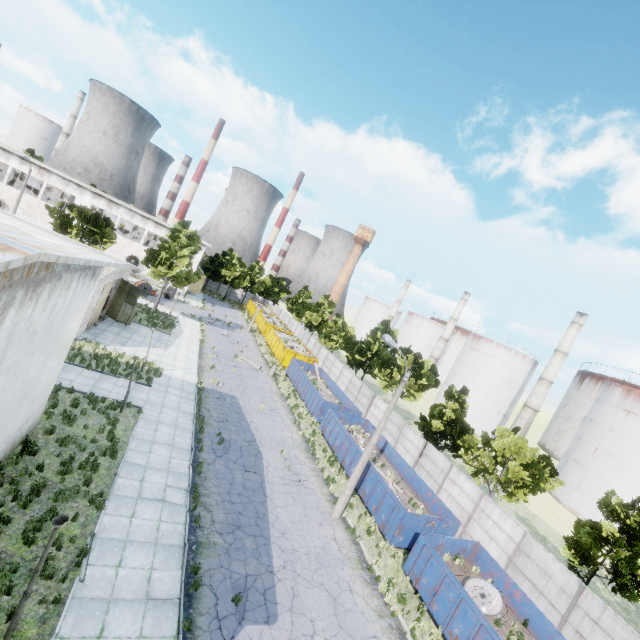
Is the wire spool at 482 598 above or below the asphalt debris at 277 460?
above

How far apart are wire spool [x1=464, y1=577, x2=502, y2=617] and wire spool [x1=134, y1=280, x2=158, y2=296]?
44.1m

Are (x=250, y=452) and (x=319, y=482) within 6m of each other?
yes

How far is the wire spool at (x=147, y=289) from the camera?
42.3m

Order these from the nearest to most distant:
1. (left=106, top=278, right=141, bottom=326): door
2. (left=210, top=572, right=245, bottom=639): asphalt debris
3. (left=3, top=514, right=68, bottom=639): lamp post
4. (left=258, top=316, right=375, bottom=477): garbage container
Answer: (left=3, top=514, right=68, bottom=639): lamp post → (left=210, top=572, right=245, bottom=639): asphalt debris → (left=258, top=316, right=375, bottom=477): garbage container → (left=106, top=278, right=141, bottom=326): door

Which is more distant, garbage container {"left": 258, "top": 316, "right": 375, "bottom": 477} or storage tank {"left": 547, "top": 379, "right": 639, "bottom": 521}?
storage tank {"left": 547, "top": 379, "right": 639, "bottom": 521}

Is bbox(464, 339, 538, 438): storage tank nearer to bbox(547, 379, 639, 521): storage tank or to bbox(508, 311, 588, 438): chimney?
bbox(508, 311, 588, 438): chimney

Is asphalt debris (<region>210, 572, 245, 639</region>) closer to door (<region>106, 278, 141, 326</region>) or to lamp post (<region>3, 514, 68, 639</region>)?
lamp post (<region>3, 514, 68, 639</region>)
